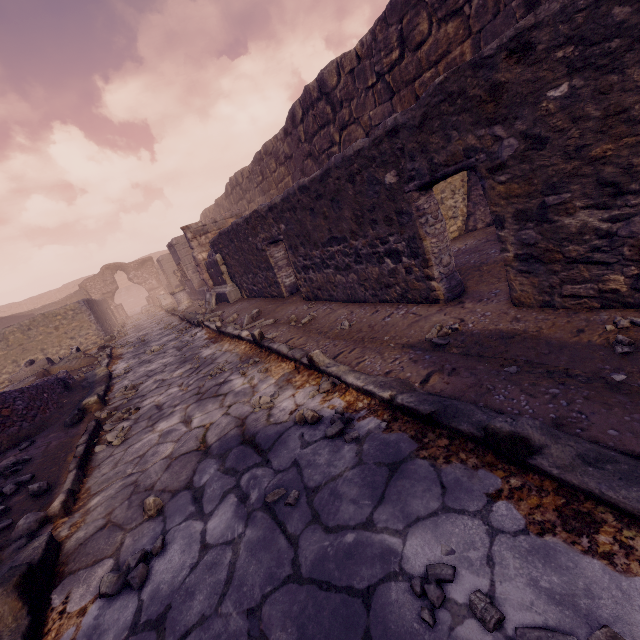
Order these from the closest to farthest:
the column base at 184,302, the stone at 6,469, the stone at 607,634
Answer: the stone at 607,634
the stone at 6,469
the column base at 184,302

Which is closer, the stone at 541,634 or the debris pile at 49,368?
the stone at 541,634

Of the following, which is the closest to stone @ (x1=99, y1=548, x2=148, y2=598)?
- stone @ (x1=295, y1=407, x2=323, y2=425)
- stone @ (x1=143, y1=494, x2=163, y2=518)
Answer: stone @ (x1=143, y1=494, x2=163, y2=518)

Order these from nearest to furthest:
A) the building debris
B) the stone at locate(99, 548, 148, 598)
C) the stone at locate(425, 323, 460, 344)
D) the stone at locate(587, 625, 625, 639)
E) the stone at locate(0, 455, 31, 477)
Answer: the stone at locate(587, 625, 625, 639)
the stone at locate(99, 548, 148, 598)
the stone at locate(425, 323, 460, 344)
the stone at locate(0, 455, 31, 477)
the building debris

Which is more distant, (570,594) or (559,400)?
(559,400)

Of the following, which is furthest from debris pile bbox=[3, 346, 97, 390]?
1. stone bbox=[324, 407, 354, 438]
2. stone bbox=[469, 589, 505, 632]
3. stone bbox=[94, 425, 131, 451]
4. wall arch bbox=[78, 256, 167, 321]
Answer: wall arch bbox=[78, 256, 167, 321]

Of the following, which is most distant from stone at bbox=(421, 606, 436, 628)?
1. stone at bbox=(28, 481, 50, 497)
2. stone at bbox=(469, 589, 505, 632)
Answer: stone at bbox=(28, 481, 50, 497)

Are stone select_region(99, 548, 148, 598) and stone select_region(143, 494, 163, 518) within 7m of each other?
yes
